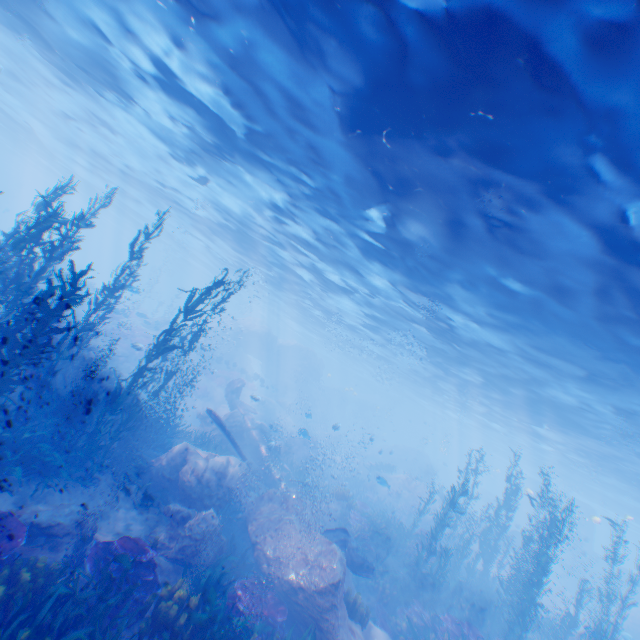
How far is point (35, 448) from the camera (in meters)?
9.14

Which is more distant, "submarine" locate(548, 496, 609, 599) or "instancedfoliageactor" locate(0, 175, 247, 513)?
"submarine" locate(548, 496, 609, 599)

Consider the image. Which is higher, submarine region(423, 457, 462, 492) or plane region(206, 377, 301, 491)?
submarine region(423, 457, 462, 492)

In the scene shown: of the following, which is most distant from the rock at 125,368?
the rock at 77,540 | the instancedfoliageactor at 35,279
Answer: the rock at 77,540

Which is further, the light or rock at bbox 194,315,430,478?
rock at bbox 194,315,430,478

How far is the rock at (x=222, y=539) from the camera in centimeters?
907cm

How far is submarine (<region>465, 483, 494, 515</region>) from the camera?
46.22m

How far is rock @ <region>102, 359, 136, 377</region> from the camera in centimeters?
2290cm
